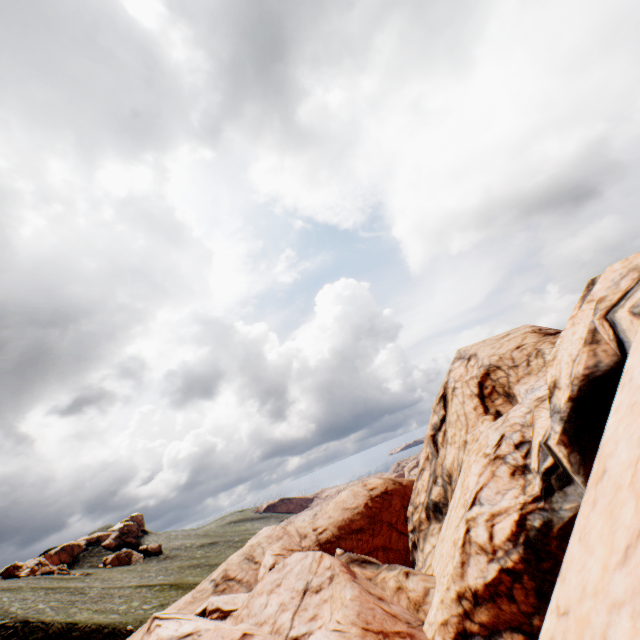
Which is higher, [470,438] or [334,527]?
[470,438]
